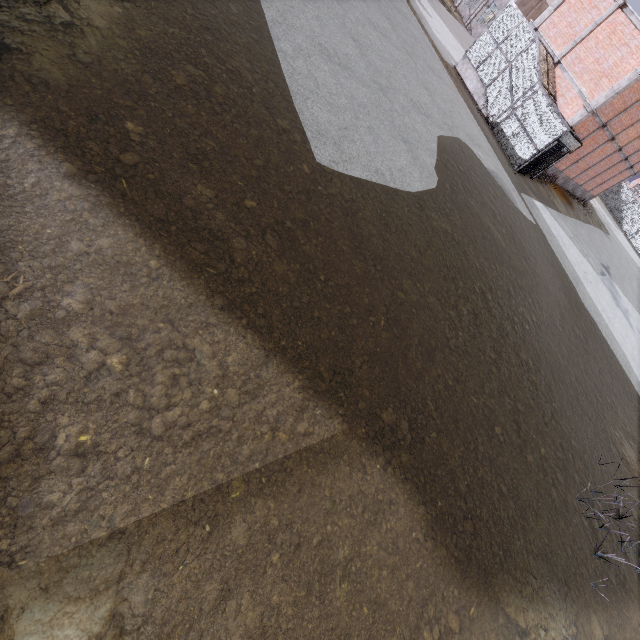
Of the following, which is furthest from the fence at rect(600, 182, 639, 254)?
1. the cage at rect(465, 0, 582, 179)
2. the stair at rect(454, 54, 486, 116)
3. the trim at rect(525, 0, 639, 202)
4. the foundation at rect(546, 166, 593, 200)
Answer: the stair at rect(454, 54, 486, 116)

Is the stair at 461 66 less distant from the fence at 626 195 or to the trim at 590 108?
the trim at 590 108

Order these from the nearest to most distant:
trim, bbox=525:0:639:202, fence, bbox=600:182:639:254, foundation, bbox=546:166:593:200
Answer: trim, bbox=525:0:639:202, foundation, bbox=546:166:593:200, fence, bbox=600:182:639:254

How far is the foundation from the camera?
23.9 meters

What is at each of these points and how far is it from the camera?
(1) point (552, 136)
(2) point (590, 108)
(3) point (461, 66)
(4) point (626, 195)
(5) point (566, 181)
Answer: (1) cage, 17.3 meters
(2) trim, 18.1 meters
(3) stair, 20.6 meters
(4) fence, 43.7 meters
(5) foundation, 26.3 meters

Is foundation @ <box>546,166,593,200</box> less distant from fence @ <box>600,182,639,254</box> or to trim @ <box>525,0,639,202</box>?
trim @ <box>525,0,639,202</box>

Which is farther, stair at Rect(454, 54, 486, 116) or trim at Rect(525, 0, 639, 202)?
stair at Rect(454, 54, 486, 116)

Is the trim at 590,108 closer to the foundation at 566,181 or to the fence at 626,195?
the foundation at 566,181
